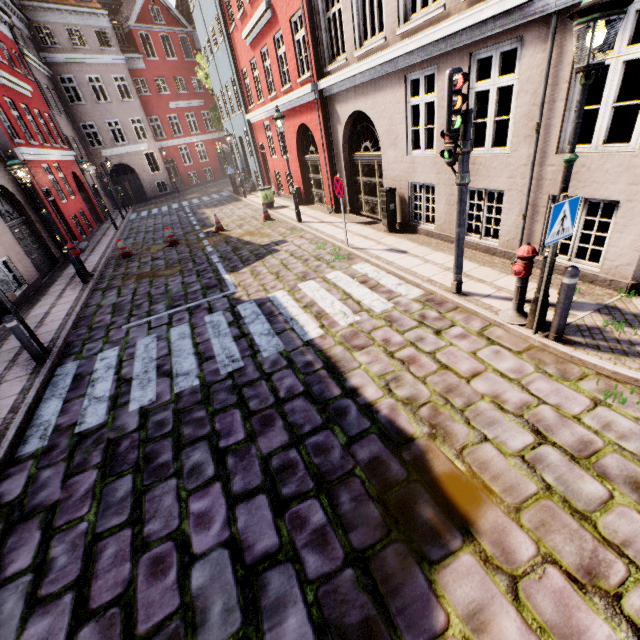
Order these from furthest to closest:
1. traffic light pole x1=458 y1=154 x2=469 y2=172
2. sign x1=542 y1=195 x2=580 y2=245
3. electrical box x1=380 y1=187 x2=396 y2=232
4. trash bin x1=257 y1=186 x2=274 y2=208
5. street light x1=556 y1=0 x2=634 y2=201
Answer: trash bin x1=257 y1=186 x2=274 y2=208
electrical box x1=380 y1=187 x2=396 y2=232
traffic light pole x1=458 y1=154 x2=469 y2=172
sign x1=542 y1=195 x2=580 y2=245
street light x1=556 y1=0 x2=634 y2=201

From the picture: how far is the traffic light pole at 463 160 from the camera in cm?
491

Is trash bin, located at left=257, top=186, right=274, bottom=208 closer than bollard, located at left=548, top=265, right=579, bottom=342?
No

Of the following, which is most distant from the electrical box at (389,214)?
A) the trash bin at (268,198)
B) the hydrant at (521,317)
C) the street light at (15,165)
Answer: the street light at (15,165)

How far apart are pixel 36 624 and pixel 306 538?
2.4m

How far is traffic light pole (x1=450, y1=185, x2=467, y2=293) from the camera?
5.2 meters

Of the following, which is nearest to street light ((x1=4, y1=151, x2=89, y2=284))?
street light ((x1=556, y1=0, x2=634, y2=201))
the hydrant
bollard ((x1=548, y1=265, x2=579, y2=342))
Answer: street light ((x1=556, y1=0, x2=634, y2=201))

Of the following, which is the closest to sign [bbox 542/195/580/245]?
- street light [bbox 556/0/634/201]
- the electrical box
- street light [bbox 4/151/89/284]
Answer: street light [bbox 556/0/634/201]
